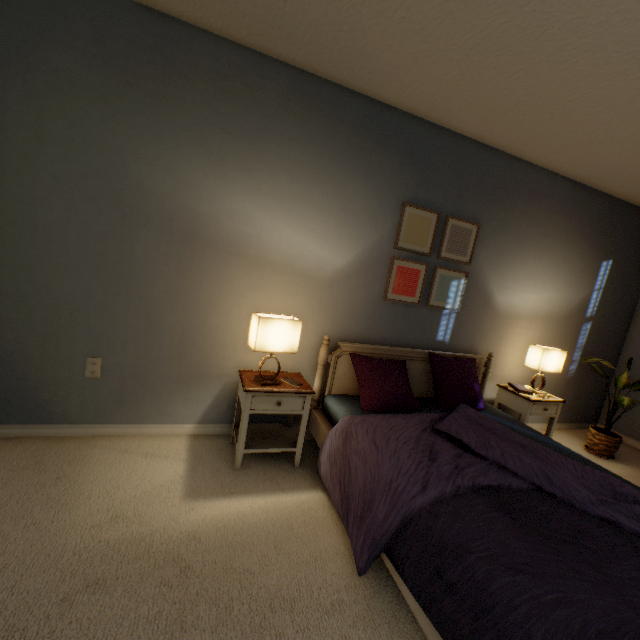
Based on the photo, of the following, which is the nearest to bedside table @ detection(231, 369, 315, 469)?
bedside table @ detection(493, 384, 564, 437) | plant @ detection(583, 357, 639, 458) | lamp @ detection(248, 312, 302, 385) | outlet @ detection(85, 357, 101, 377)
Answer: lamp @ detection(248, 312, 302, 385)

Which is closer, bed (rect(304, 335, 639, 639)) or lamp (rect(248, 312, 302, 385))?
bed (rect(304, 335, 639, 639))

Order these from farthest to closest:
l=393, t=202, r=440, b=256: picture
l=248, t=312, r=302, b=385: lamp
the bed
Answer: l=393, t=202, r=440, b=256: picture, l=248, t=312, r=302, b=385: lamp, the bed

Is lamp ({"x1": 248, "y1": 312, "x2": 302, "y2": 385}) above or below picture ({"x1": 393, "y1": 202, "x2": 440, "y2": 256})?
below

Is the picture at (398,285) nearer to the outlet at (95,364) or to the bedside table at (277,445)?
the bedside table at (277,445)

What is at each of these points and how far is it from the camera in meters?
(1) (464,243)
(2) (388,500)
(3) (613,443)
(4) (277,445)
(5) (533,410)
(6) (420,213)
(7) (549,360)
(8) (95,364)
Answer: (1) picture, 2.7 m
(2) bed, 1.4 m
(3) plant, 3.0 m
(4) bedside table, 2.1 m
(5) bedside table, 2.8 m
(6) picture, 2.5 m
(7) lamp, 2.9 m
(8) outlet, 2.0 m

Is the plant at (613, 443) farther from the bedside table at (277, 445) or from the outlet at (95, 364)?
the outlet at (95, 364)

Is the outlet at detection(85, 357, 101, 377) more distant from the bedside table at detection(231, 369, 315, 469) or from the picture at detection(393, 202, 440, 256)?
the picture at detection(393, 202, 440, 256)
